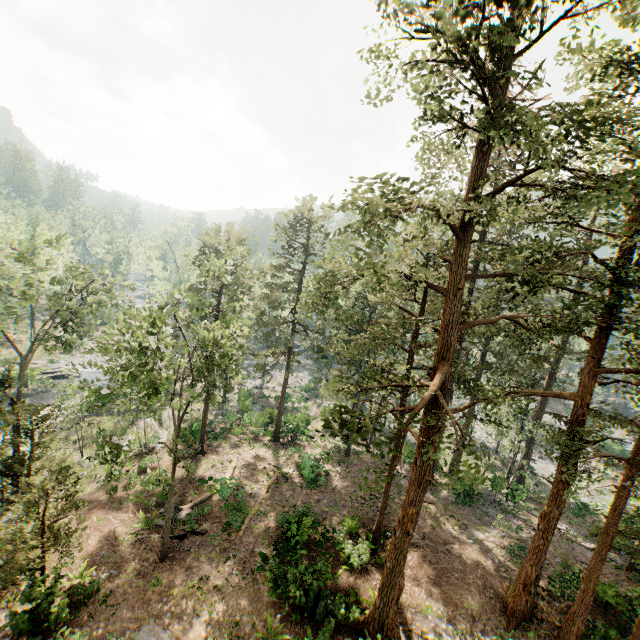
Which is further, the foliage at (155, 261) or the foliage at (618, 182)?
the foliage at (155, 261)

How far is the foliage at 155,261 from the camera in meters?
46.9

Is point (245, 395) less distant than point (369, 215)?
No

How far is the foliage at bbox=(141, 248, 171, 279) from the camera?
46.9 meters

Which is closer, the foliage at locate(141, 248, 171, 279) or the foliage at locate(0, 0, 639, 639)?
the foliage at locate(0, 0, 639, 639)
